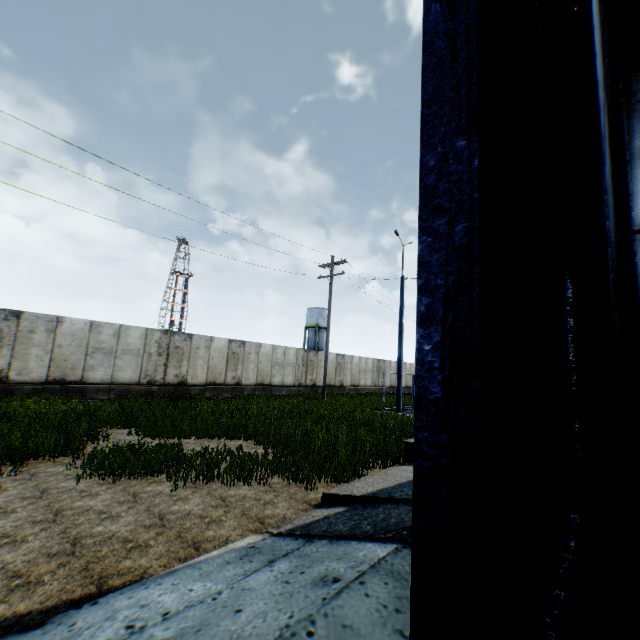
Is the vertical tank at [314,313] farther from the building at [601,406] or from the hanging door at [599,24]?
the hanging door at [599,24]

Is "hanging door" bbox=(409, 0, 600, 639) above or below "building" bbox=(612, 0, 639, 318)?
below

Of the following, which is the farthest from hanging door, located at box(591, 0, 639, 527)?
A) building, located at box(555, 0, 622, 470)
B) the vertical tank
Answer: the vertical tank

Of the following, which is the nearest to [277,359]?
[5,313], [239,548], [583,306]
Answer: [5,313]

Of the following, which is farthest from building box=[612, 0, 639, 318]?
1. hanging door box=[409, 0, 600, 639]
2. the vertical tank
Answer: the vertical tank

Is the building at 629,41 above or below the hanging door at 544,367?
above

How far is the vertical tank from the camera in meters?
53.9

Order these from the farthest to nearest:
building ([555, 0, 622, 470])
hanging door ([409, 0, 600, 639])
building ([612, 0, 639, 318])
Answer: building ([612, 0, 639, 318])
building ([555, 0, 622, 470])
hanging door ([409, 0, 600, 639])
